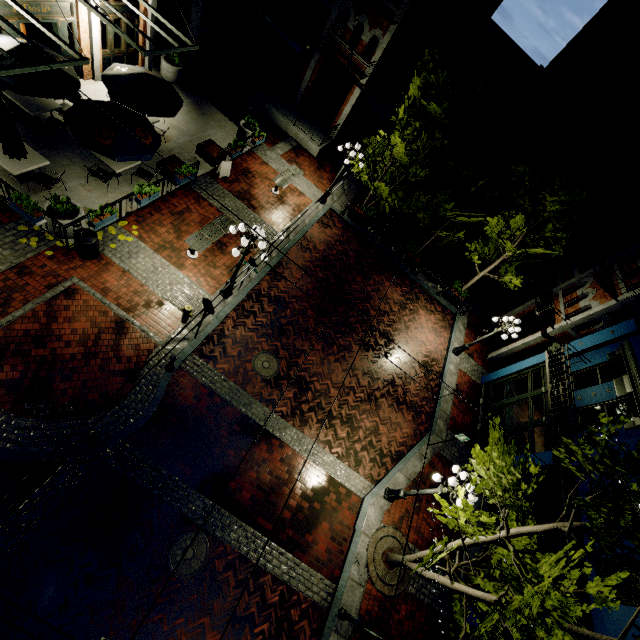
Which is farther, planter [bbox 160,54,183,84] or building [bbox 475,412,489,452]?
planter [bbox 160,54,183,84]

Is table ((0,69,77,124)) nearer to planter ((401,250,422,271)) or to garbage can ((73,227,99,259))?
garbage can ((73,227,99,259))

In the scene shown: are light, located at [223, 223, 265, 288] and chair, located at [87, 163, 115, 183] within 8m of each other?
yes

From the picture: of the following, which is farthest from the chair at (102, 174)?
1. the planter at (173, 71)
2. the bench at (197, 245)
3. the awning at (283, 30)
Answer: the awning at (283, 30)

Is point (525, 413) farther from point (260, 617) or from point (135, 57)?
point (135, 57)

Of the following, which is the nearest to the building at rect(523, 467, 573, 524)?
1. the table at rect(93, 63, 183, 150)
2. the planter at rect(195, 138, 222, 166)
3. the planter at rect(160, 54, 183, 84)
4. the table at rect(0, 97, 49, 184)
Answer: the planter at rect(195, 138, 222, 166)

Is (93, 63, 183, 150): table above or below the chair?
above

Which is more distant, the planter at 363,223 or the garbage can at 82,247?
the planter at 363,223
